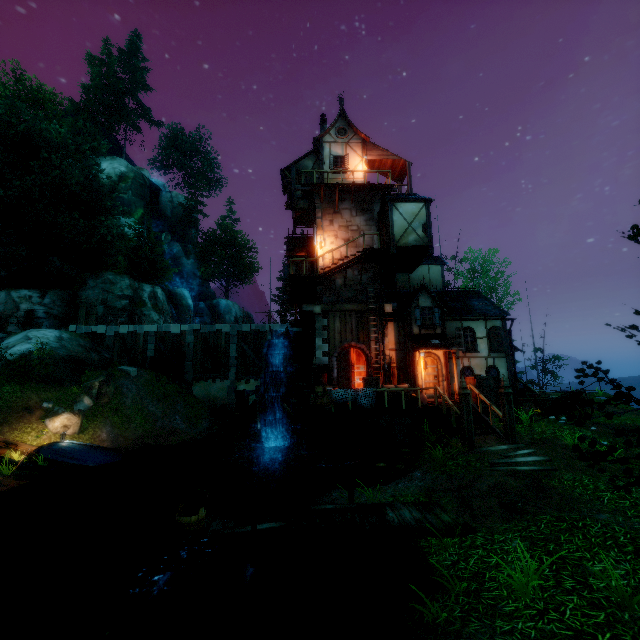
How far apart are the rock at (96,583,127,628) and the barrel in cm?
1579

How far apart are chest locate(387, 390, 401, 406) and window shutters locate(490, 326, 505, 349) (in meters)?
6.83

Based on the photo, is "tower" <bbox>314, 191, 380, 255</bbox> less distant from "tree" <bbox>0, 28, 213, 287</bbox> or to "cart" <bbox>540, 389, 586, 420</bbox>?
"cart" <bbox>540, 389, 586, 420</bbox>

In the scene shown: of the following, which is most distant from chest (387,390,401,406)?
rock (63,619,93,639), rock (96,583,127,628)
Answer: rock (63,619,93,639)

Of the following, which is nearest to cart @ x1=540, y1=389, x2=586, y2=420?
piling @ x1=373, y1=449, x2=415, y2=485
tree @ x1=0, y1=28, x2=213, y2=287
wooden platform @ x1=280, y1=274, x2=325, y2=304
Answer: piling @ x1=373, y1=449, x2=415, y2=485

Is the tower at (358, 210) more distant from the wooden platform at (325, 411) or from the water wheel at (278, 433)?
the water wheel at (278, 433)

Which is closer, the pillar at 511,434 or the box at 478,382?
the pillar at 511,434

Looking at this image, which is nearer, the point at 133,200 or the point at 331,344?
the point at 331,344
